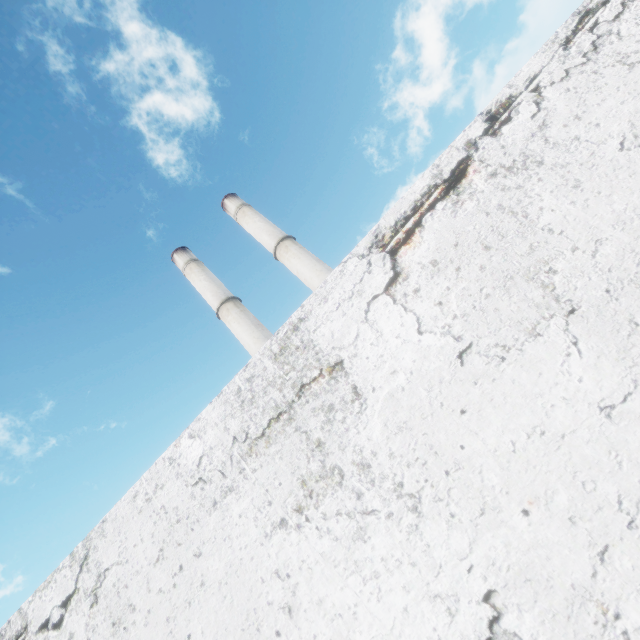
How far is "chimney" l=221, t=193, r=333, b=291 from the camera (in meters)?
24.59

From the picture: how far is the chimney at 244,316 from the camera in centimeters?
2456cm

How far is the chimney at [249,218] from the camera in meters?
24.6 m

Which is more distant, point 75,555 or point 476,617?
point 75,555

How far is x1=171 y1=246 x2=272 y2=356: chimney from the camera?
24.6m
